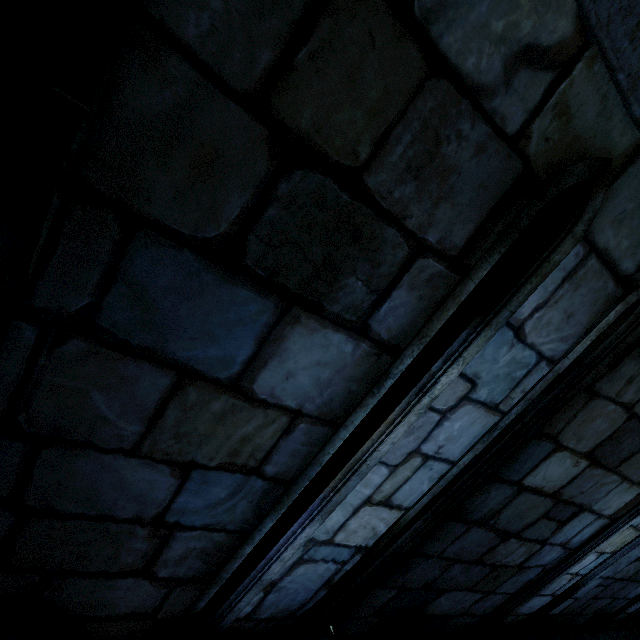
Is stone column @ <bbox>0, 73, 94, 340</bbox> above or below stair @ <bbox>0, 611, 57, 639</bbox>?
above

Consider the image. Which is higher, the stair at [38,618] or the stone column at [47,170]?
the stone column at [47,170]

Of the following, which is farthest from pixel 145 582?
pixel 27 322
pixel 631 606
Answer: pixel 631 606
